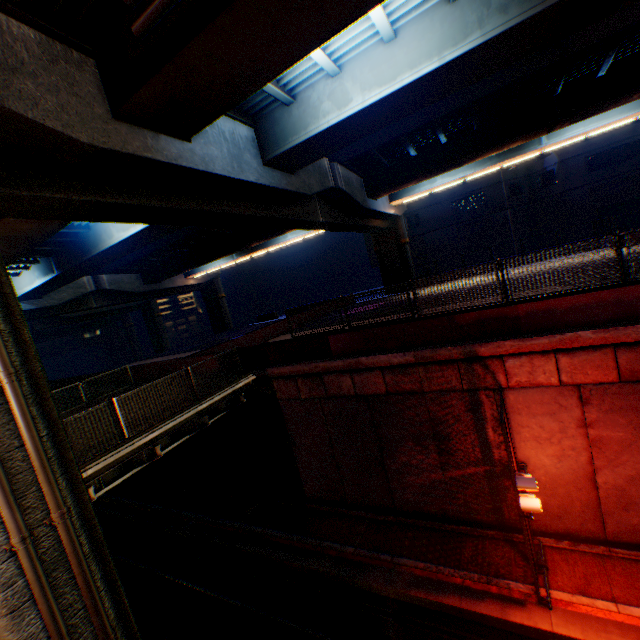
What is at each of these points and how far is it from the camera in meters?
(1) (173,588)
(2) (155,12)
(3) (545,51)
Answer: (1) railway, 12.9 m
(2) pipe, 5.6 m
(3) overpass support, 13.3 m

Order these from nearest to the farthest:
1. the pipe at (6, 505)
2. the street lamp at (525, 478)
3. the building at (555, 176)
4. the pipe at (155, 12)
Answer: the pipe at (6, 505) → the pipe at (155, 12) → the street lamp at (525, 478) → the building at (555, 176)

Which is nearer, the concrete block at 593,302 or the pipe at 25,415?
the pipe at 25,415

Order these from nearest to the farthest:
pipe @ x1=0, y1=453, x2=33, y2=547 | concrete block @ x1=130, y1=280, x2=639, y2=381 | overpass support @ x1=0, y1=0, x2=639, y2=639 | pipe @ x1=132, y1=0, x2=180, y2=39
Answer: pipe @ x1=0, y1=453, x2=33, y2=547, pipe @ x1=132, y1=0, x2=180, y2=39, overpass support @ x1=0, y1=0, x2=639, y2=639, concrete block @ x1=130, y1=280, x2=639, y2=381

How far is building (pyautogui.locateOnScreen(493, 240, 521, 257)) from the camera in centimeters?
3597cm

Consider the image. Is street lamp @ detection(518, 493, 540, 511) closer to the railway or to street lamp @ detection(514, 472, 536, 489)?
street lamp @ detection(514, 472, 536, 489)

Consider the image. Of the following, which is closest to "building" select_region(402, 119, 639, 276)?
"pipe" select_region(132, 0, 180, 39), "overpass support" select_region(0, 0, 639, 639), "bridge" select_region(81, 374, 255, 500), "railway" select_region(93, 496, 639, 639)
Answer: "overpass support" select_region(0, 0, 639, 639)

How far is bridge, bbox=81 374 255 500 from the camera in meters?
8.4 m
